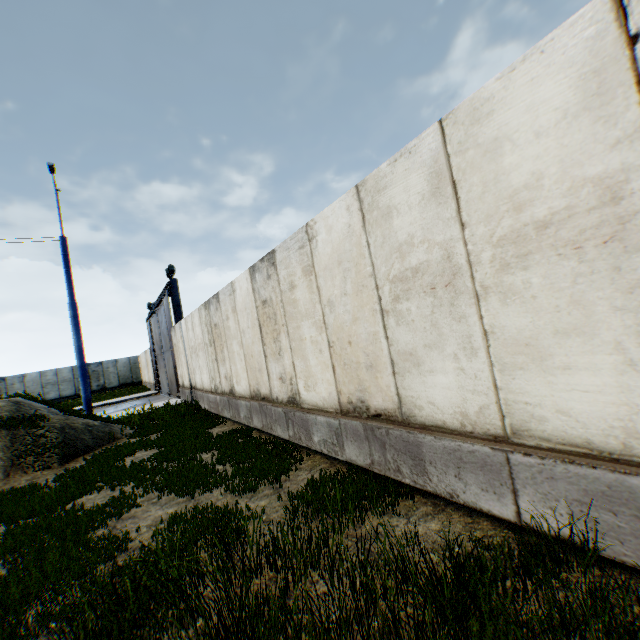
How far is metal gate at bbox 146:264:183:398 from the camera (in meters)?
16.34

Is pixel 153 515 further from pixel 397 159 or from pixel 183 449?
pixel 397 159

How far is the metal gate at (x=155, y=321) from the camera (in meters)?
16.34
